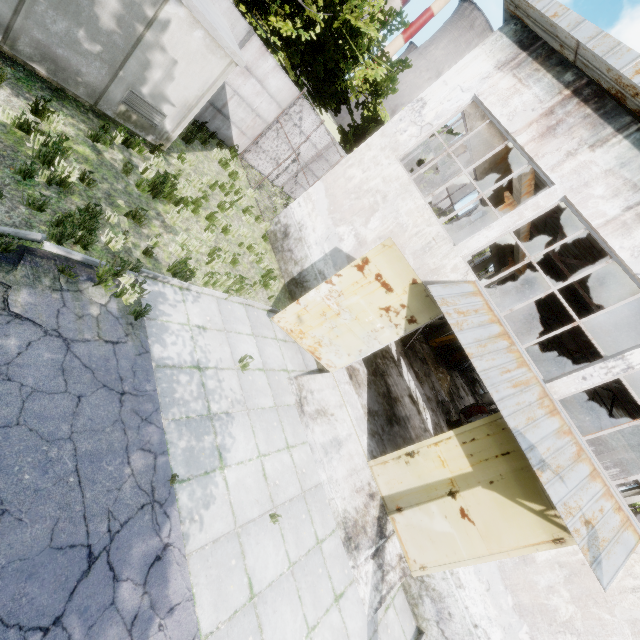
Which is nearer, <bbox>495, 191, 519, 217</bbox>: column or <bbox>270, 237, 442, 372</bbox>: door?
<bbox>270, 237, 442, 372</bbox>: door

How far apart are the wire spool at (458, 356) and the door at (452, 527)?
22.52m

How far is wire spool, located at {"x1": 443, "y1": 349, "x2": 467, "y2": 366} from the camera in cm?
2919

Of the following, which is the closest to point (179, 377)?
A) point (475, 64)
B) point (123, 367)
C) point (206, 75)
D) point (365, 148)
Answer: point (123, 367)

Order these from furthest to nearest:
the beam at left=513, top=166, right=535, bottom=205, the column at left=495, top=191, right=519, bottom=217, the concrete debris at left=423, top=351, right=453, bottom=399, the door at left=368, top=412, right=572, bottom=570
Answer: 1. the concrete debris at left=423, top=351, right=453, bottom=399
2. the column at left=495, top=191, right=519, bottom=217
3. the beam at left=513, top=166, right=535, bottom=205
4. the door at left=368, top=412, right=572, bottom=570

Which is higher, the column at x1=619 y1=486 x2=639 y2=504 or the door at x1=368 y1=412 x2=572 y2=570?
the column at x1=619 y1=486 x2=639 y2=504

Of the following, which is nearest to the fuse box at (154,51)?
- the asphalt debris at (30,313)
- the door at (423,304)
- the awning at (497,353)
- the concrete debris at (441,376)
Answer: the asphalt debris at (30,313)

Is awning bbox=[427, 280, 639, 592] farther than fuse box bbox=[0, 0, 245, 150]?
No
